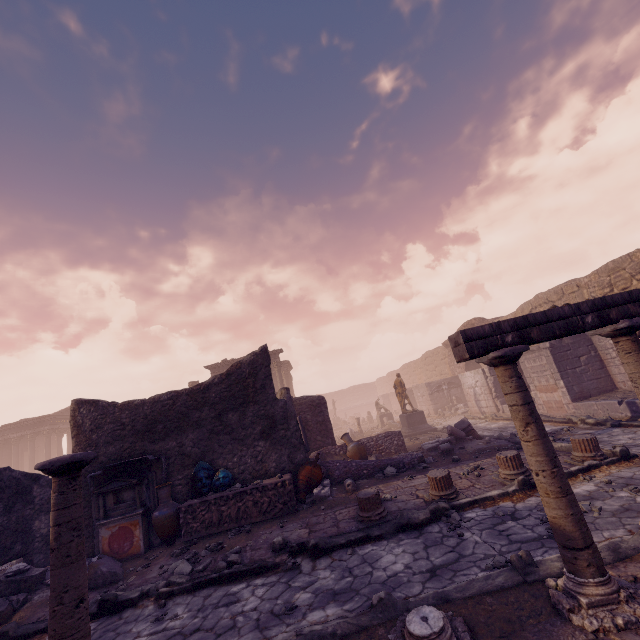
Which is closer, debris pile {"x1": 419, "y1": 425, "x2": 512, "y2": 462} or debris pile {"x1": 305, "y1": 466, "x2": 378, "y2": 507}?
debris pile {"x1": 305, "y1": 466, "x2": 378, "y2": 507}

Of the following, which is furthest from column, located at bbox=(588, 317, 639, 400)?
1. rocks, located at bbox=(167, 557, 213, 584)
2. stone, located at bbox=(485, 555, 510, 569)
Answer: rocks, located at bbox=(167, 557, 213, 584)

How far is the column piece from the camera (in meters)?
11.57

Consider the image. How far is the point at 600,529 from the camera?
4.39m

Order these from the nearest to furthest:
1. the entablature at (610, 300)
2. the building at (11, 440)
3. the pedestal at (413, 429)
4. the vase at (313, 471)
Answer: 1. the entablature at (610, 300)
2. the vase at (313, 471)
3. the pedestal at (413, 429)
4. the building at (11, 440)

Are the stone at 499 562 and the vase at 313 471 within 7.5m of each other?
yes

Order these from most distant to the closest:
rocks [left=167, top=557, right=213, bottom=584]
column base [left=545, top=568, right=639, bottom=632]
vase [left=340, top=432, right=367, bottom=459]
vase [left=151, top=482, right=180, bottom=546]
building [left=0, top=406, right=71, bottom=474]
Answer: building [left=0, top=406, right=71, bottom=474], vase [left=340, top=432, right=367, bottom=459], vase [left=151, top=482, right=180, bottom=546], rocks [left=167, top=557, right=213, bottom=584], column base [left=545, top=568, right=639, bottom=632]

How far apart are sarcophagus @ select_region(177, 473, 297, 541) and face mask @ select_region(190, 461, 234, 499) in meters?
0.0
